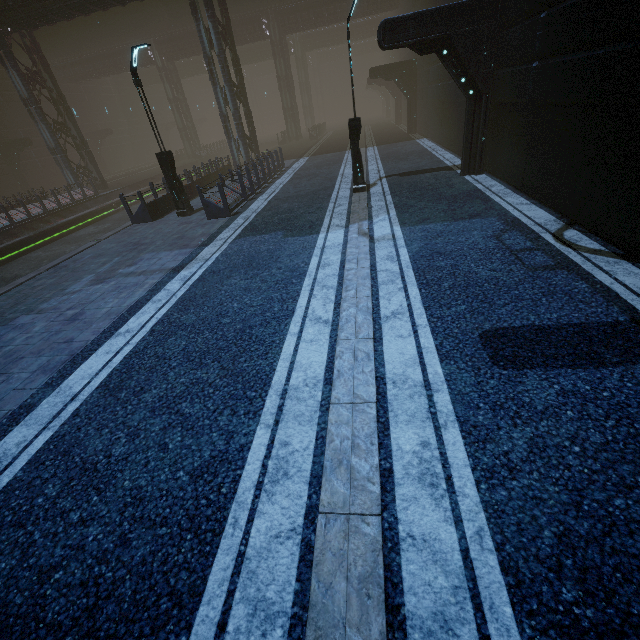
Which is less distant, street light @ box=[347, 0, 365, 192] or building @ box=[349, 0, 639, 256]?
building @ box=[349, 0, 639, 256]

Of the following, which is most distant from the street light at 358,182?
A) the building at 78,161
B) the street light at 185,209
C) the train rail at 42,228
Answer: the train rail at 42,228

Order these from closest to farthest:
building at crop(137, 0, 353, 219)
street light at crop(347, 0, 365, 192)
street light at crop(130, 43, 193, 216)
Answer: street light at crop(347, 0, 365, 192) < street light at crop(130, 43, 193, 216) < building at crop(137, 0, 353, 219)

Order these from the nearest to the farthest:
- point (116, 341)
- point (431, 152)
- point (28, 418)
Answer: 1. point (28, 418)
2. point (116, 341)
3. point (431, 152)

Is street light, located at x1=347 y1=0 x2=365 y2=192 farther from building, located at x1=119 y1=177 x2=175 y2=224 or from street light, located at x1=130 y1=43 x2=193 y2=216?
street light, located at x1=130 y1=43 x2=193 y2=216

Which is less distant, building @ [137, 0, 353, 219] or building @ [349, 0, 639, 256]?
building @ [349, 0, 639, 256]

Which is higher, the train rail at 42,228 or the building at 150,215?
the building at 150,215

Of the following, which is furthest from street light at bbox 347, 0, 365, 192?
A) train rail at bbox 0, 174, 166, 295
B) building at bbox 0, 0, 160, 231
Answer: train rail at bbox 0, 174, 166, 295
